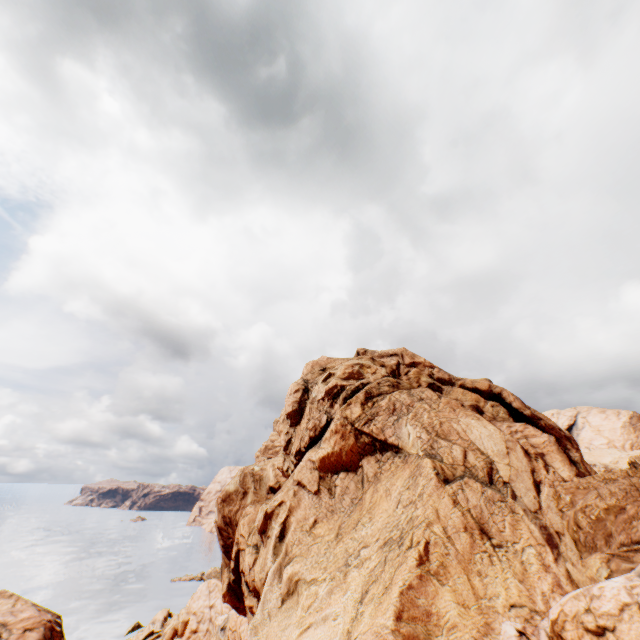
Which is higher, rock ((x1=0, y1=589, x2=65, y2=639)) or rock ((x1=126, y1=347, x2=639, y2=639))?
rock ((x1=126, y1=347, x2=639, y2=639))

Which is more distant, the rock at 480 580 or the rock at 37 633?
the rock at 37 633

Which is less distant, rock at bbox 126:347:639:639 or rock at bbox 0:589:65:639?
rock at bbox 126:347:639:639

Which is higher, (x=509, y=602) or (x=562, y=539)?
(x=562, y=539)

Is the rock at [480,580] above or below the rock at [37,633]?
above
